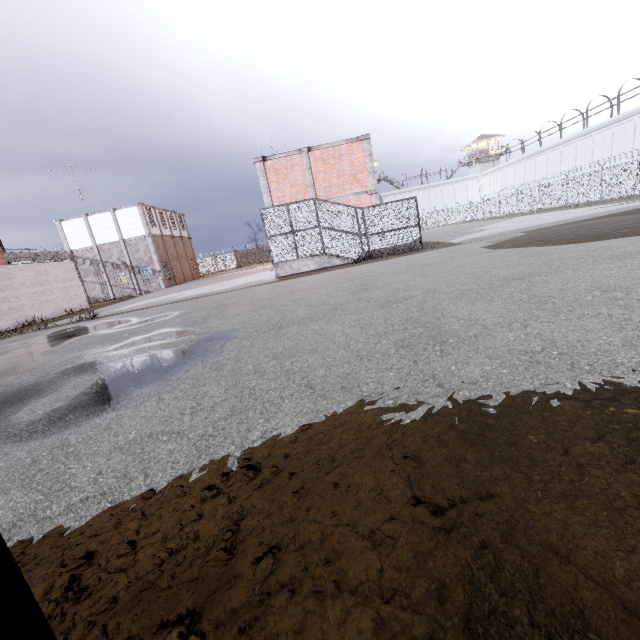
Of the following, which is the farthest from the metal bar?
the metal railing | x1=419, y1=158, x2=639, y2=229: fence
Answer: x1=419, y1=158, x2=639, y2=229: fence

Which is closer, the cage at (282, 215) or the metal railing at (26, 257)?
the cage at (282, 215)

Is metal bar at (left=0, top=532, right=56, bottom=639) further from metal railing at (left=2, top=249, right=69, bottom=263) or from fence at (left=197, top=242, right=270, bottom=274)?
fence at (left=197, top=242, right=270, bottom=274)

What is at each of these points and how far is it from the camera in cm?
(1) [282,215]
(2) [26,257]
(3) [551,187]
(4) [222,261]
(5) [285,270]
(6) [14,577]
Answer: (1) cage, 1753
(2) metal railing, 2309
(3) fence, 3497
(4) fence, 5678
(5) stair, 1820
(6) metal bar, 51

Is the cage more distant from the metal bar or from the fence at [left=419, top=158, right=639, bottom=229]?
the metal bar

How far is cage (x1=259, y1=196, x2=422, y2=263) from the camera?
17.52m

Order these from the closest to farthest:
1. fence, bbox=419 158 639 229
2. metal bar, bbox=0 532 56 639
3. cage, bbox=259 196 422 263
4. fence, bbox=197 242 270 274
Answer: metal bar, bbox=0 532 56 639
cage, bbox=259 196 422 263
fence, bbox=419 158 639 229
fence, bbox=197 242 270 274

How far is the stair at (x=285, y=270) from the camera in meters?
18.1
